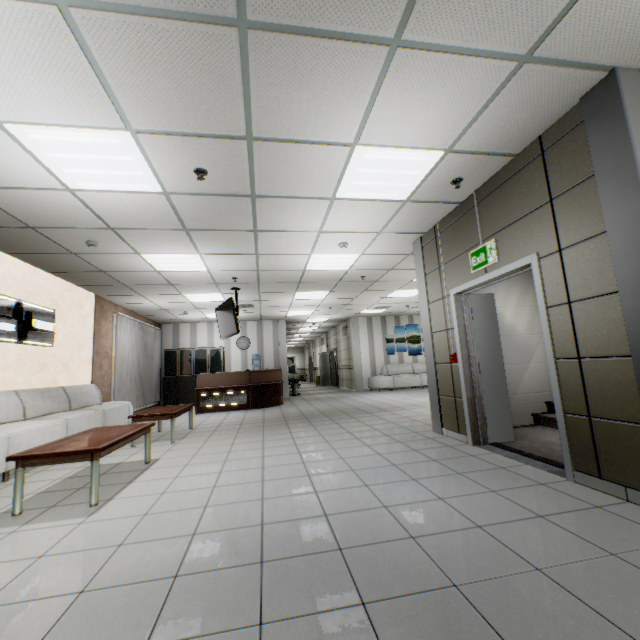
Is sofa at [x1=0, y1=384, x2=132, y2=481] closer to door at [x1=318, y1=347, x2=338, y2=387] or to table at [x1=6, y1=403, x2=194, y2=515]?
table at [x1=6, y1=403, x2=194, y2=515]

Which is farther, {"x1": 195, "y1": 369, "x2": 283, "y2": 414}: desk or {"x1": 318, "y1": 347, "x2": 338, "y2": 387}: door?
{"x1": 318, "y1": 347, "x2": 338, "y2": 387}: door

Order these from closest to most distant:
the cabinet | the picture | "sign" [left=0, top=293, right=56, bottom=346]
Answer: "sign" [left=0, top=293, right=56, bottom=346], the cabinet, the picture

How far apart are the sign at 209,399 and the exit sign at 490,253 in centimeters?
763cm

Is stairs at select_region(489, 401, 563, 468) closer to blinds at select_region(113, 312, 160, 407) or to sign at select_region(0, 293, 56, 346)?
sign at select_region(0, 293, 56, 346)

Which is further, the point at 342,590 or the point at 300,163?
the point at 300,163

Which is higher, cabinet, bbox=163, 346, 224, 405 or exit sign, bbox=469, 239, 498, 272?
exit sign, bbox=469, 239, 498, 272

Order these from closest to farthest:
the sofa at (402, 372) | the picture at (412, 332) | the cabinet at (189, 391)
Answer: the cabinet at (189, 391) → the sofa at (402, 372) → the picture at (412, 332)
